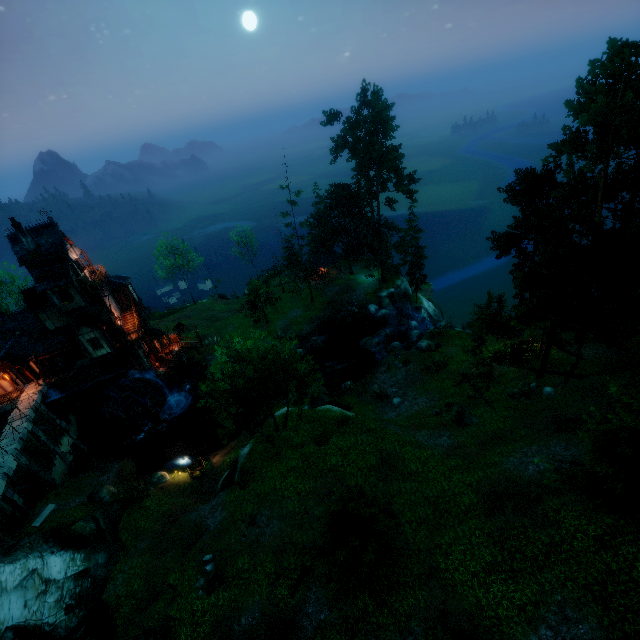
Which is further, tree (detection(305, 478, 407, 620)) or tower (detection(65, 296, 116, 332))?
tower (detection(65, 296, 116, 332))

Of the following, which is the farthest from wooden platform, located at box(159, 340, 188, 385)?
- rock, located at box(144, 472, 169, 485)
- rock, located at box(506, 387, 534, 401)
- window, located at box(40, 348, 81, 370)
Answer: rock, located at box(506, 387, 534, 401)

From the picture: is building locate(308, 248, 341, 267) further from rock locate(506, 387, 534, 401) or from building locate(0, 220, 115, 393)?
rock locate(506, 387, 534, 401)

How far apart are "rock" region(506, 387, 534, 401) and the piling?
35.03m

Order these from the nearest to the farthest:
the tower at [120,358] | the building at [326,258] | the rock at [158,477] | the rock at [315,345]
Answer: the rock at [158,477], the tower at [120,358], the rock at [315,345], the building at [326,258]

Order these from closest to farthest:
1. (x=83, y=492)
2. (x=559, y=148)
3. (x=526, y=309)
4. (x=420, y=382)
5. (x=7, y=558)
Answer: (x=7, y=558)
(x=559, y=148)
(x=526, y=309)
(x=83, y=492)
(x=420, y=382)

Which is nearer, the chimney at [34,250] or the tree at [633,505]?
the tree at [633,505]

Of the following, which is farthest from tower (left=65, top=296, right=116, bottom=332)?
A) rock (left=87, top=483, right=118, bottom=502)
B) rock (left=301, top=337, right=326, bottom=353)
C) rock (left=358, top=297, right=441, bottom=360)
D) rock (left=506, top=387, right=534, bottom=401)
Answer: rock (left=506, top=387, right=534, bottom=401)
